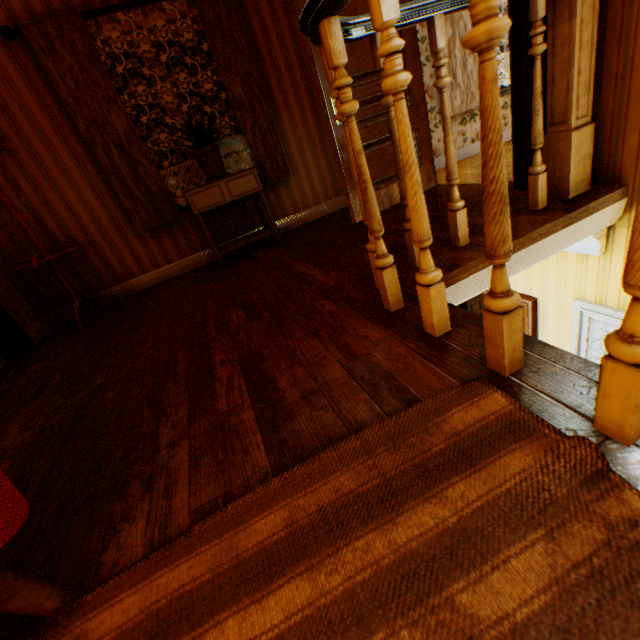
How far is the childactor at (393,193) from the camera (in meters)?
3.07

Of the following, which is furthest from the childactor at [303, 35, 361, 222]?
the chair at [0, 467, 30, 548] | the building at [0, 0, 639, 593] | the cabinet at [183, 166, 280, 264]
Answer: the chair at [0, 467, 30, 548]

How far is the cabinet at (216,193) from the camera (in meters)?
3.34

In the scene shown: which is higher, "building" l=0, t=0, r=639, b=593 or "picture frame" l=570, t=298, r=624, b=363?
"building" l=0, t=0, r=639, b=593

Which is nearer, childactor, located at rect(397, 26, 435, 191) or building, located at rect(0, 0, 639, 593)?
building, located at rect(0, 0, 639, 593)

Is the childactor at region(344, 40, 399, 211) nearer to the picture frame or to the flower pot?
the flower pot

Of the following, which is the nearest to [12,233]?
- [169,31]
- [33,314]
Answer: [33,314]

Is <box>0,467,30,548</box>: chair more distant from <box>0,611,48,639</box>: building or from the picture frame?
the picture frame
